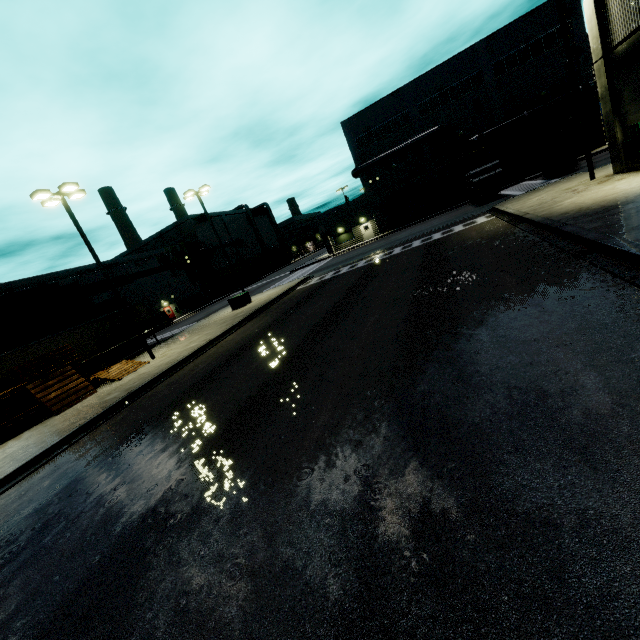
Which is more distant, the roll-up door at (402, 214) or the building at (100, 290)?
the roll-up door at (402, 214)

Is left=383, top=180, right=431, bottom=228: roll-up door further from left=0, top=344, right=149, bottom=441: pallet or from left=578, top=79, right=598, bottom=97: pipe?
left=0, top=344, right=149, bottom=441: pallet

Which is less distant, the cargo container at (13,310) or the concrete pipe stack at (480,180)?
the cargo container at (13,310)

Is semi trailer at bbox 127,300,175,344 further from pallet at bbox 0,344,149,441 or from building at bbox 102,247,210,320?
pallet at bbox 0,344,149,441

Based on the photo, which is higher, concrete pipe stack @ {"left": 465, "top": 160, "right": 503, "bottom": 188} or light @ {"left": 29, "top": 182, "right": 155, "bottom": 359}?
light @ {"left": 29, "top": 182, "right": 155, "bottom": 359}

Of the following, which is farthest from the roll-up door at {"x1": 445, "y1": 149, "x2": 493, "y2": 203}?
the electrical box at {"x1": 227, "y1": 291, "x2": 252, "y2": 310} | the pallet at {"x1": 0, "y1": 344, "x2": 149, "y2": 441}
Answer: the electrical box at {"x1": 227, "y1": 291, "x2": 252, "y2": 310}

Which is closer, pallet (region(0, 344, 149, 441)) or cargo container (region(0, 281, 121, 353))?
pallet (region(0, 344, 149, 441))

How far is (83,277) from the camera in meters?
39.6 m
